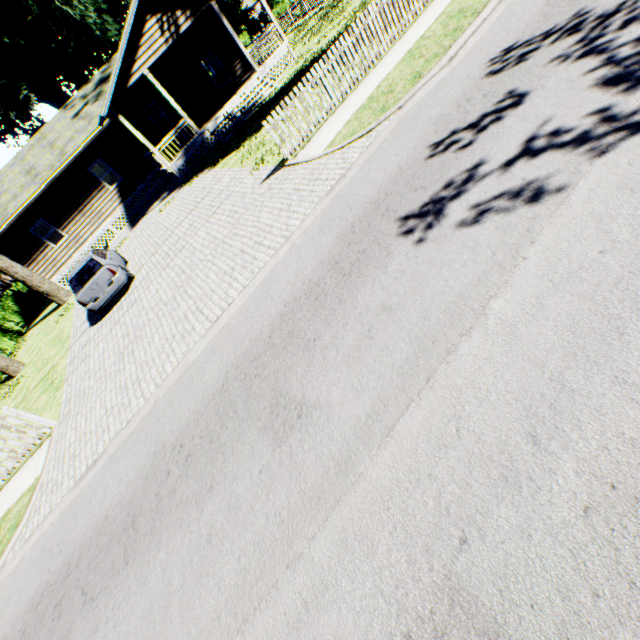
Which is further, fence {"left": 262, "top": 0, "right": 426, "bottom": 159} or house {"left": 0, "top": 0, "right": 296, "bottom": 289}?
house {"left": 0, "top": 0, "right": 296, "bottom": 289}

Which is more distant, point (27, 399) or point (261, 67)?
point (261, 67)

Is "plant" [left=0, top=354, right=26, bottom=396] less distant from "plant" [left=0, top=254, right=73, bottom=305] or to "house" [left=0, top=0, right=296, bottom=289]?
"plant" [left=0, top=254, right=73, bottom=305]

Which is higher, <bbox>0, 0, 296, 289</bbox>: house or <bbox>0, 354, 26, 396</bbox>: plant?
<bbox>0, 0, 296, 289</bbox>: house

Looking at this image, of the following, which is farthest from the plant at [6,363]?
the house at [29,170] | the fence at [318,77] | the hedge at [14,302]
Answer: the fence at [318,77]

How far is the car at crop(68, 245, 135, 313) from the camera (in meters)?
11.62

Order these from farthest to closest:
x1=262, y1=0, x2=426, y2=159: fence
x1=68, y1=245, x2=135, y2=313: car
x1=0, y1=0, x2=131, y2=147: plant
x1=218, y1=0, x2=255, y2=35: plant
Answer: x1=218, y1=0, x2=255, y2=35: plant, x1=0, y1=0, x2=131, y2=147: plant, x1=68, y1=245, x2=135, y2=313: car, x1=262, y1=0, x2=426, y2=159: fence

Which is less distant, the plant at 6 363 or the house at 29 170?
the plant at 6 363
